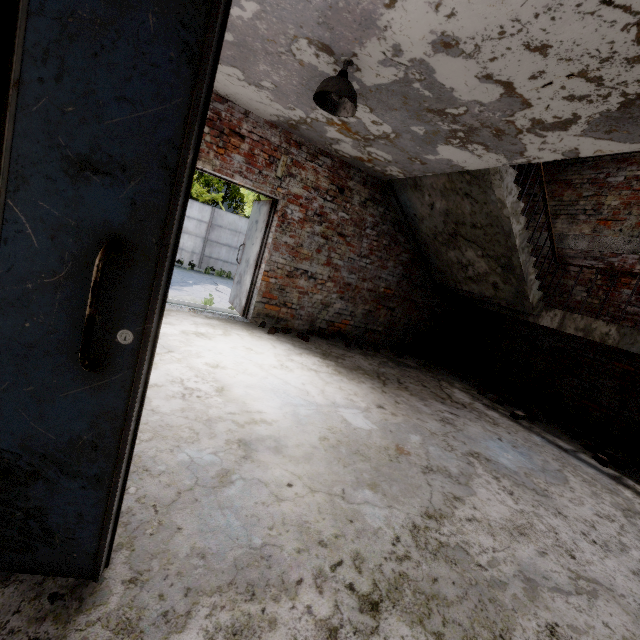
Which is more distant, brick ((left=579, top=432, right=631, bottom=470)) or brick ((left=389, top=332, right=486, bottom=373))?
brick ((left=389, top=332, right=486, bottom=373))

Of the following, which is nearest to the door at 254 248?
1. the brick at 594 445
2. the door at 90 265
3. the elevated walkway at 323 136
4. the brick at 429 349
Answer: the elevated walkway at 323 136

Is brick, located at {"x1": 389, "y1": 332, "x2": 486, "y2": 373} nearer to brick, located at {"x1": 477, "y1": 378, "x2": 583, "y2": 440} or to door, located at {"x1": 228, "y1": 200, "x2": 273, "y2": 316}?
brick, located at {"x1": 477, "y1": 378, "x2": 583, "y2": 440}

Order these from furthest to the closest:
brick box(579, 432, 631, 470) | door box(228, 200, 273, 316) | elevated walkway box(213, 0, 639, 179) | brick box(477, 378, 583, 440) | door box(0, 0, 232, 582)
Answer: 1. door box(228, 200, 273, 316)
2. brick box(477, 378, 583, 440)
3. brick box(579, 432, 631, 470)
4. elevated walkway box(213, 0, 639, 179)
5. door box(0, 0, 232, 582)

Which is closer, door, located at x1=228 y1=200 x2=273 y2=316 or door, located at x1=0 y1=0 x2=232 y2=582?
door, located at x1=0 y1=0 x2=232 y2=582

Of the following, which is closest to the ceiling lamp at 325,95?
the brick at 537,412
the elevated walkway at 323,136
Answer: the elevated walkway at 323,136

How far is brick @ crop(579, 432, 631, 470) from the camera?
4.1 meters

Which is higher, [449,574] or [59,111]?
[59,111]
